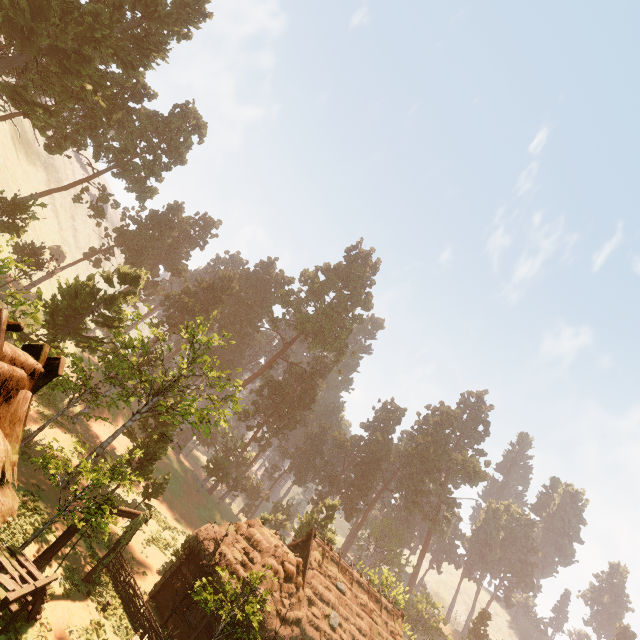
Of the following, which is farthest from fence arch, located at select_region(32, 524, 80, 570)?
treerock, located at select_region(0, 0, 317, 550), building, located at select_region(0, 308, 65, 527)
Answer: treerock, located at select_region(0, 0, 317, 550)

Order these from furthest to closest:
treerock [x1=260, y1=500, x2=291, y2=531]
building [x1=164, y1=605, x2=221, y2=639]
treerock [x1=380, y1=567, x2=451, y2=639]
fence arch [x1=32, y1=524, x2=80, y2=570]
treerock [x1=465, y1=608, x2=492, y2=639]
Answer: treerock [x1=465, y1=608, x2=492, y2=639] < treerock [x1=260, y1=500, x2=291, y2=531] < treerock [x1=380, y1=567, x2=451, y2=639] < building [x1=164, y1=605, x2=221, y2=639] < fence arch [x1=32, y1=524, x2=80, y2=570]

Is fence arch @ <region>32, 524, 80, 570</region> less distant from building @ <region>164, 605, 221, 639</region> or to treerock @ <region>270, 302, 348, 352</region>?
building @ <region>164, 605, 221, 639</region>

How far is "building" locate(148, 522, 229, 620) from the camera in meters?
18.4

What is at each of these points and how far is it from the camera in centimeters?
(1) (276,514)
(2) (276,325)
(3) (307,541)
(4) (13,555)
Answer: (1) treerock, 5447cm
(2) treerock, 5603cm
(3) building, 2675cm
(4) building, 1027cm

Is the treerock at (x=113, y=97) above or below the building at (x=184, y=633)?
above

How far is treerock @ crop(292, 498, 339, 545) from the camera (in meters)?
36.22

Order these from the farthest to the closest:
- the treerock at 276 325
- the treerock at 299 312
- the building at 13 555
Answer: the treerock at 299 312 < the treerock at 276 325 < the building at 13 555
